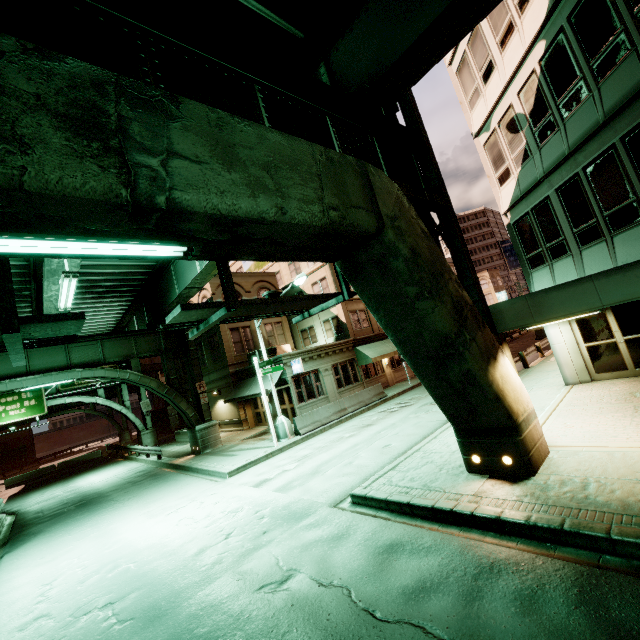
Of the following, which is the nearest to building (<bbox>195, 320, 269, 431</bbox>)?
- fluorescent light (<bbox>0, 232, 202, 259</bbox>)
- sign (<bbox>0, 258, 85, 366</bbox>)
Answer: sign (<bbox>0, 258, 85, 366</bbox>)

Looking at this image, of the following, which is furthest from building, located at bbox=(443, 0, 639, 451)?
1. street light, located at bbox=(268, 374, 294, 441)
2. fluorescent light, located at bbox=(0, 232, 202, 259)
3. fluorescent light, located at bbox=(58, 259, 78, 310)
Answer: fluorescent light, located at bbox=(58, 259, 78, 310)

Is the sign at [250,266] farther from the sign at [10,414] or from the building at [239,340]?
the sign at [10,414]

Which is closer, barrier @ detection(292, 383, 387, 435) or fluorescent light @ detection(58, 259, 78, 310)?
fluorescent light @ detection(58, 259, 78, 310)

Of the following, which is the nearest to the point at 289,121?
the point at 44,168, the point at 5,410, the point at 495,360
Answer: the point at 44,168

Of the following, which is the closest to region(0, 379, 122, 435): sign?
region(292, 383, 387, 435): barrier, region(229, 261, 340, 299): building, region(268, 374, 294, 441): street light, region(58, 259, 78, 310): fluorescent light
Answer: region(229, 261, 340, 299): building

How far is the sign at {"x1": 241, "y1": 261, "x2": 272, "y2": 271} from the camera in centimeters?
3539cm

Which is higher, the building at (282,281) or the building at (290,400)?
the building at (282,281)
